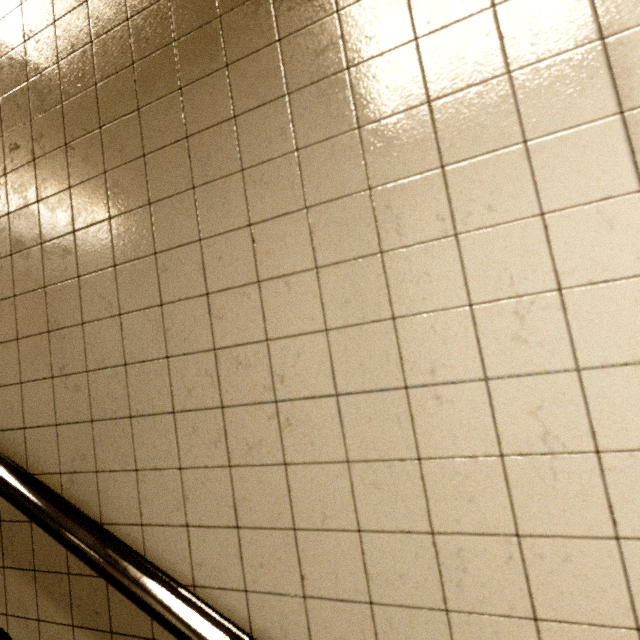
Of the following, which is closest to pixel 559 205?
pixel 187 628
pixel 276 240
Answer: pixel 276 240
